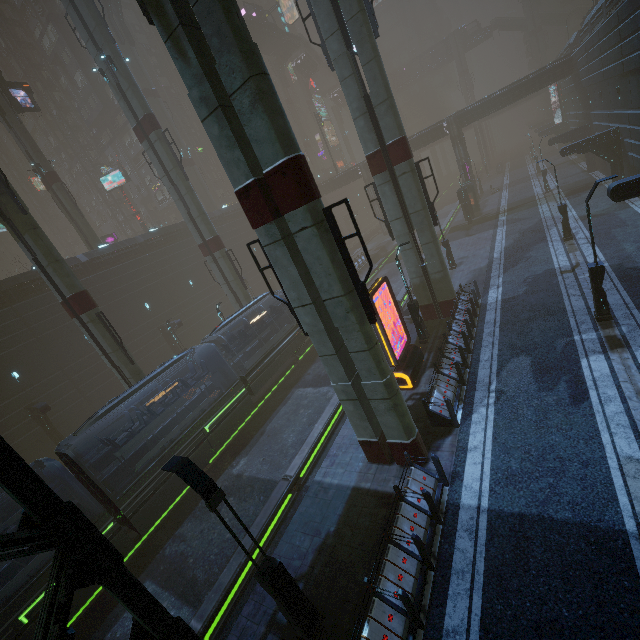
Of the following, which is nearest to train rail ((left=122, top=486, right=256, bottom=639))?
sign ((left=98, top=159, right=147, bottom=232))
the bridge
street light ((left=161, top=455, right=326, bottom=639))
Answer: street light ((left=161, top=455, right=326, bottom=639))

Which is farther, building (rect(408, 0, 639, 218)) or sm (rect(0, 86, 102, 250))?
sm (rect(0, 86, 102, 250))

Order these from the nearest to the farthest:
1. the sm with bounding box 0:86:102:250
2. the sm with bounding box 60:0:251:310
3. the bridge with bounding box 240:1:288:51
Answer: the sm with bounding box 60:0:251:310
the sm with bounding box 0:86:102:250
the bridge with bounding box 240:1:288:51

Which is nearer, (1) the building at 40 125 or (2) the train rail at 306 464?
(2) the train rail at 306 464

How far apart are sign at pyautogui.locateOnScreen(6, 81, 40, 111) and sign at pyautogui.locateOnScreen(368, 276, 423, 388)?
39.2 meters

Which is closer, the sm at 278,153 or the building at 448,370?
the sm at 278,153

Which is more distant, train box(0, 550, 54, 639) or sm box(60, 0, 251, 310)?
Result: sm box(60, 0, 251, 310)

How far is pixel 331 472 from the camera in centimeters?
1224cm
